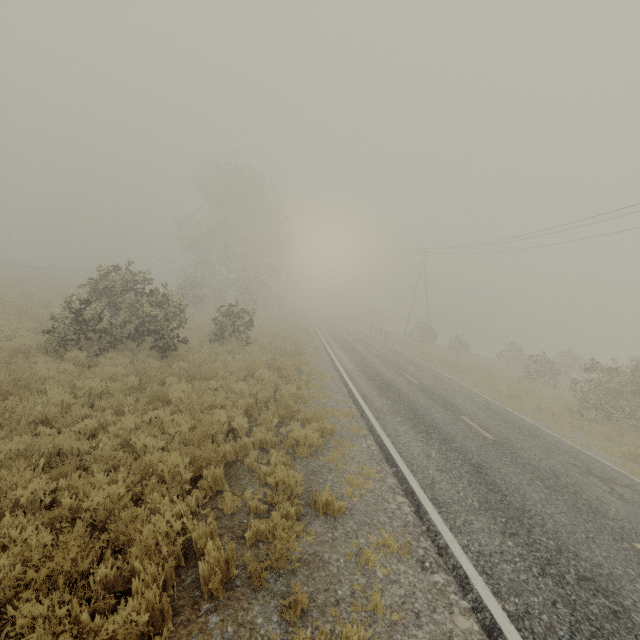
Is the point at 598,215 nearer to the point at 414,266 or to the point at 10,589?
the point at 10,589
